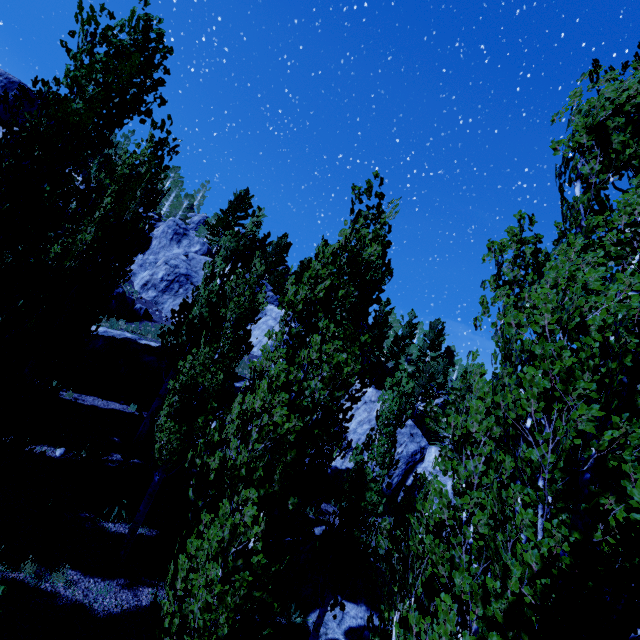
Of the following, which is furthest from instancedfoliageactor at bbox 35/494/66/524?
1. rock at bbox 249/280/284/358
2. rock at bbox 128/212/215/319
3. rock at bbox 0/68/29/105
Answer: rock at bbox 0/68/29/105

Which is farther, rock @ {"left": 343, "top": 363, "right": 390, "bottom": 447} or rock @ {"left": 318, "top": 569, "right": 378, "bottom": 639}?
rock @ {"left": 343, "top": 363, "right": 390, "bottom": 447}

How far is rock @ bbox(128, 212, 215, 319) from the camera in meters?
28.8 m

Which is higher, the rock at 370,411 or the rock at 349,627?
the rock at 370,411

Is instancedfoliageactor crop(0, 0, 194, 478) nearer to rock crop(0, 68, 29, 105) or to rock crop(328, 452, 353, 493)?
rock crop(328, 452, 353, 493)

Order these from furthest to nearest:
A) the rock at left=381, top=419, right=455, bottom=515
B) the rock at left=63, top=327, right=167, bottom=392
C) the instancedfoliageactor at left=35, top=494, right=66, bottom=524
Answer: the rock at left=381, top=419, right=455, bottom=515, the rock at left=63, top=327, right=167, bottom=392, the instancedfoliageactor at left=35, top=494, right=66, bottom=524

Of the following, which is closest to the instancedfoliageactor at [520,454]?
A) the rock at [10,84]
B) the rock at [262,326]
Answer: the rock at [262,326]

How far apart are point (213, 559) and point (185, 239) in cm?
3537
